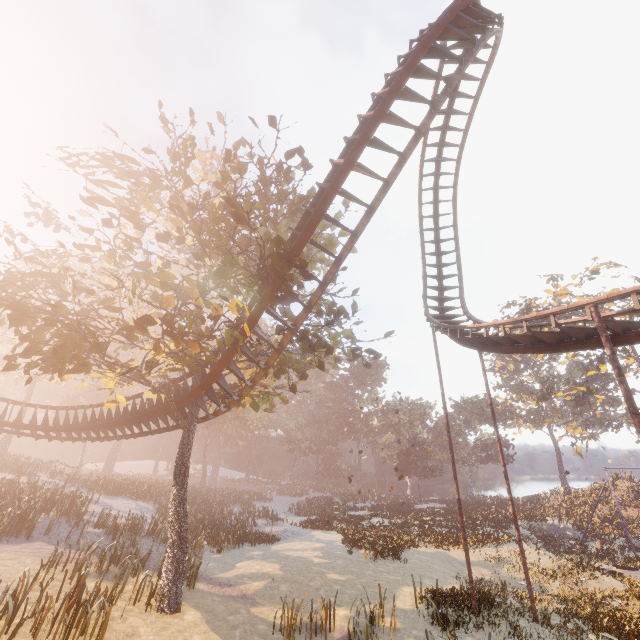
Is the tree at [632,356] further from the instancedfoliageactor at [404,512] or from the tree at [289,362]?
the tree at [289,362]

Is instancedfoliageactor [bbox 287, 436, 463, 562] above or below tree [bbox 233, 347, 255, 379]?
below

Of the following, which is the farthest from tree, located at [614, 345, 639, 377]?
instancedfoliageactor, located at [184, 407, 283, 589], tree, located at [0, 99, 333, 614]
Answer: tree, located at [0, 99, 333, 614]

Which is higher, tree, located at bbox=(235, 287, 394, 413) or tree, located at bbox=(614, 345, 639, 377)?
tree, located at bbox=(614, 345, 639, 377)

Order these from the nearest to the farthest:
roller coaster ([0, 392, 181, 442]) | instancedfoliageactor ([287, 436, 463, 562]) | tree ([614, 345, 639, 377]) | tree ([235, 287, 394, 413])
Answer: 1. tree ([235, 287, 394, 413])
2. roller coaster ([0, 392, 181, 442])
3. instancedfoliageactor ([287, 436, 463, 562])
4. tree ([614, 345, 639, 377])

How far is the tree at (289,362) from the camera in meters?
12.1

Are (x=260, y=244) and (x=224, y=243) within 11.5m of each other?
yes

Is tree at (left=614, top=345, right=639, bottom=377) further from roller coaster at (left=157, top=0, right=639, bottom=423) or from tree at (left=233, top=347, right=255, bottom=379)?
tree at (left=233, top=347, right=255, bottom=379)
